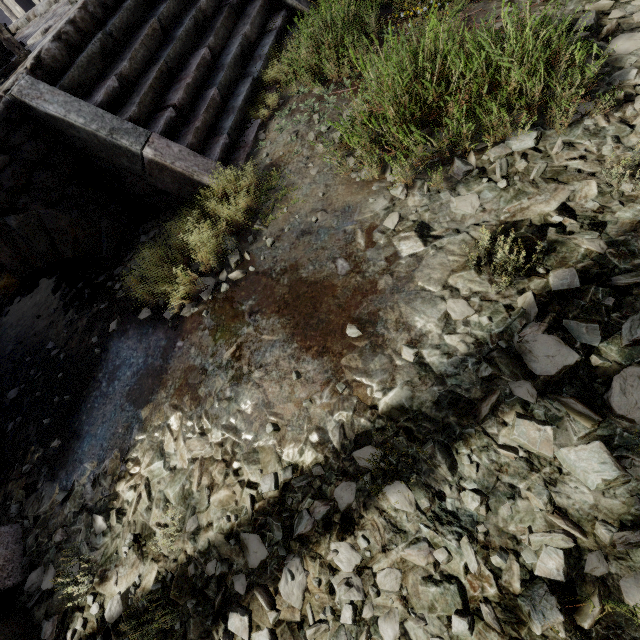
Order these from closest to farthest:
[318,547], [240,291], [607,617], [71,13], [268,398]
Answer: [607,617]
[318,547]
[268,398]
[240,291]
[71,13]

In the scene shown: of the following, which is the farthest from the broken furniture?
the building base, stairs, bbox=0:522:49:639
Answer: stairs, bbox=0:522:49:639

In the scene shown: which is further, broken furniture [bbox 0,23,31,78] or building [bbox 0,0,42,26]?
building [bbox 0,0,42,26]

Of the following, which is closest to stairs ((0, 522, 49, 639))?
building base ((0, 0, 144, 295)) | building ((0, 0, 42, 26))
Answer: building base ((0, 0, 144, 295))

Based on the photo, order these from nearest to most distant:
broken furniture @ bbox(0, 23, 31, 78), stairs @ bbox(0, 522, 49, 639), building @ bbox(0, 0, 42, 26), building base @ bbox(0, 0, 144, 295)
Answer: stairs @ bbox(0, 522, 49, 639) → building base @ bbox(0, 0, 144, 295) → broken furniture @ bbox(0, 23, 31, 78) → building @ bbox(0, 0, 42, 26)

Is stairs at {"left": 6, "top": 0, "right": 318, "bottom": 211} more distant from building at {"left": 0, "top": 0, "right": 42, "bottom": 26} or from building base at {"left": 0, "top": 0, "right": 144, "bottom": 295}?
building at {"left": 0, "top": 0, "right": 42, "bottom": 26}

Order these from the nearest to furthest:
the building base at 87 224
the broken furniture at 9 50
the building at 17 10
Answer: the building base at 87 224
the broken furniture at 9 50
the building at 17 10

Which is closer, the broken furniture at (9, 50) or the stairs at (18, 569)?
the stairs at (18, 569)
